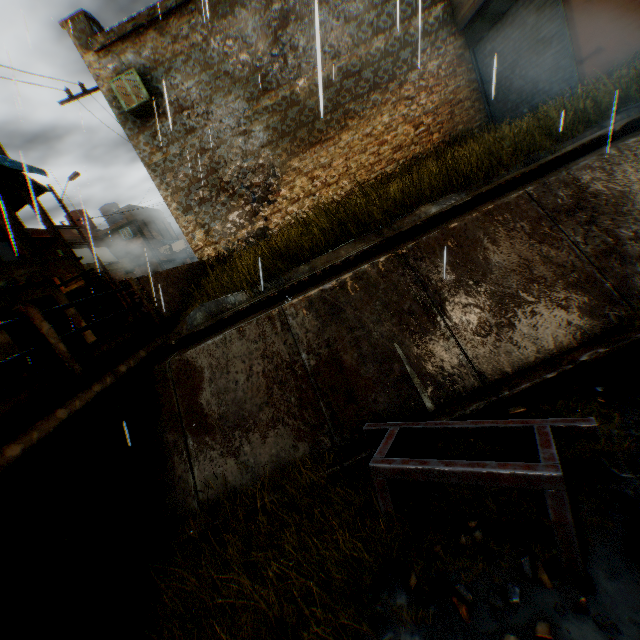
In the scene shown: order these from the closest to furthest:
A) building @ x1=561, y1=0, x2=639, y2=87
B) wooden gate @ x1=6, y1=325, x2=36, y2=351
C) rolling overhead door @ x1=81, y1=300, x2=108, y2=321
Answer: building @ x1=561, y1=0, x2=639, y2=87 → wooden gate @ x1=6, y1=325, x2=36, y2=351 → rolling overhead door @ x1=81, y1=300, x2=108, y2=321

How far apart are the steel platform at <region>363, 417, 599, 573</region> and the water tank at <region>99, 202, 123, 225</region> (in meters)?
32.92

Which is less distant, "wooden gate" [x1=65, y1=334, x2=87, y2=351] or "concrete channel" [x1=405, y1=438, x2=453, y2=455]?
"concrete channel" [x1=405, y1=438, x2=453, y2=455]

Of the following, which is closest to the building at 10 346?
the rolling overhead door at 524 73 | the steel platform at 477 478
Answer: the rolling overhead door at 524 73

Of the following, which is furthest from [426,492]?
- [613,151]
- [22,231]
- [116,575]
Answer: [22,231]

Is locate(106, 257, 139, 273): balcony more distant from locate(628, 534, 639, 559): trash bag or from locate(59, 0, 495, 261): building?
locate(628, 534, 639, 559): trash bag

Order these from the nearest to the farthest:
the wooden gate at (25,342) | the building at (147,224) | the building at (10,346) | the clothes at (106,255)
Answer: the building at (10,346) → the wooden gate at (25,342) → the clothes at (106,255) → the building at (147,224)

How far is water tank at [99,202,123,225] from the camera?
28.7m
